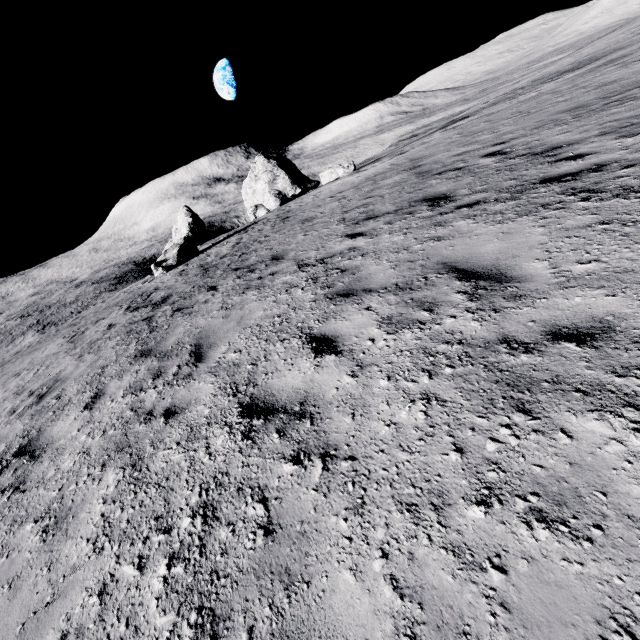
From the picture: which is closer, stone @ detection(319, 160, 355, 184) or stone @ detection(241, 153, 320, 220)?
stone @ detection(319, 160, 355, 184)

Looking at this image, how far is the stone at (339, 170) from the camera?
26.2 meters

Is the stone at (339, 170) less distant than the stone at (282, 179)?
Yes

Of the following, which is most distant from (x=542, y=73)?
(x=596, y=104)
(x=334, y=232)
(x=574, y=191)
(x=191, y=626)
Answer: (x=191, y=626)

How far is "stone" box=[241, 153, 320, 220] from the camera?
33.1 meters

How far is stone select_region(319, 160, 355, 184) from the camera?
26.2 meters
